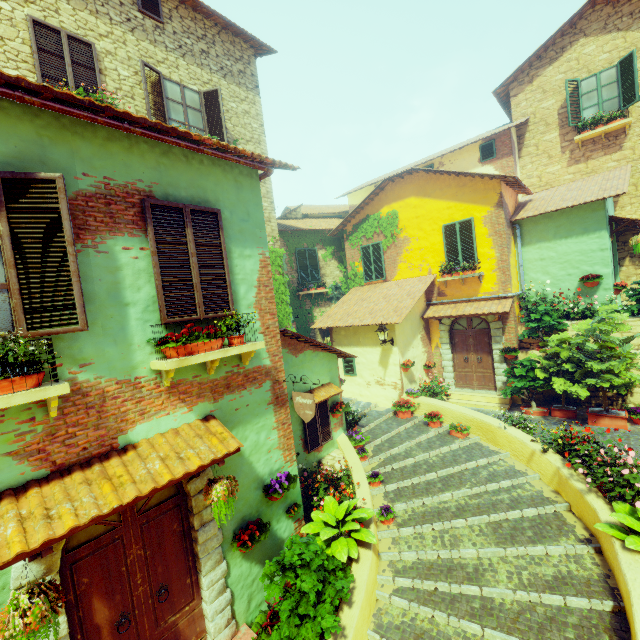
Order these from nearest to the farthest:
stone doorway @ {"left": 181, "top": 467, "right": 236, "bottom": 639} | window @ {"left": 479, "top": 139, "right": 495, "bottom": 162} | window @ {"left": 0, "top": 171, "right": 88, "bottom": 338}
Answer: window @ {"left": 0, "top": 171, "right": 88, "bottom": 338}
stone doorway @ {"left": 181, "top": 467, "right": 236, "bottom": 639}
window @ {"left": 479, "top": 139, "right": 495, "bottom": 162}

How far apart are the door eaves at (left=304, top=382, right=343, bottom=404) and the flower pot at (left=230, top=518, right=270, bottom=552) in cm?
264

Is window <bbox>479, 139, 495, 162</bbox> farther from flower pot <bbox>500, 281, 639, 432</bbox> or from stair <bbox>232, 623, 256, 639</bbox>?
stair <bbox>232, 623, 256, 639</bbox>

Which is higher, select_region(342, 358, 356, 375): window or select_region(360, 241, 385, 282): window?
select_region(360, 241, 385, 282): window

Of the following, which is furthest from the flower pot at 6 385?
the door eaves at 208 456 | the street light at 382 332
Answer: the street light at 382 332

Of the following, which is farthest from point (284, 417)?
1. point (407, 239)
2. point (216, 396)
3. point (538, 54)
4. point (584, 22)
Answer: point (584, 22)

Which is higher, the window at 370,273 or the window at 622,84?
the window at 622,84

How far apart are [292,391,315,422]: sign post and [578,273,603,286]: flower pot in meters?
10.3 m
